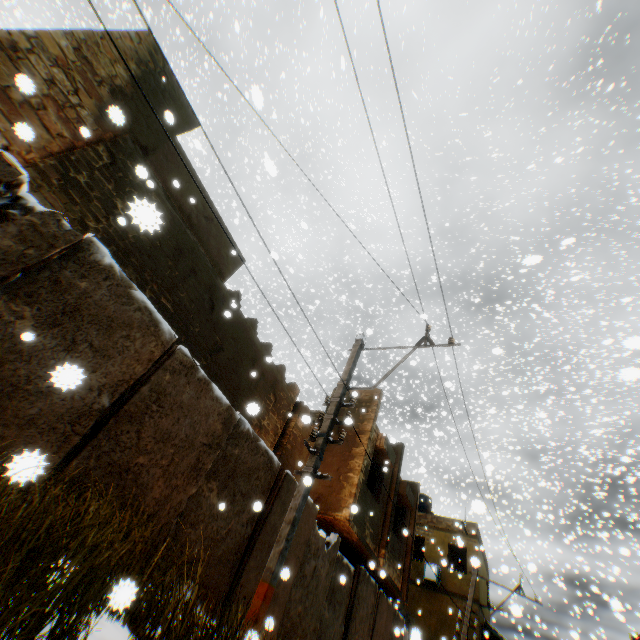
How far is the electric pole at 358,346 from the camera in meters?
6.8 m

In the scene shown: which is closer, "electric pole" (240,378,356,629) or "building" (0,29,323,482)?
Result: "electric pole" (240,378,356,629)

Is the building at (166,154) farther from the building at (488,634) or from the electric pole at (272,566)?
the electric pole at (272,566)

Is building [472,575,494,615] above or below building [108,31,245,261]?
below

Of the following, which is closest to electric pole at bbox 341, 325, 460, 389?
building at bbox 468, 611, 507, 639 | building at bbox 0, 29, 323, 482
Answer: building at bbox 0, 29, 323, 482

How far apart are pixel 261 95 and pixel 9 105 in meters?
5.8

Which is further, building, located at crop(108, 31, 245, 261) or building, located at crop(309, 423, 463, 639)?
building, located at crop(309, 423, 463, 639)
